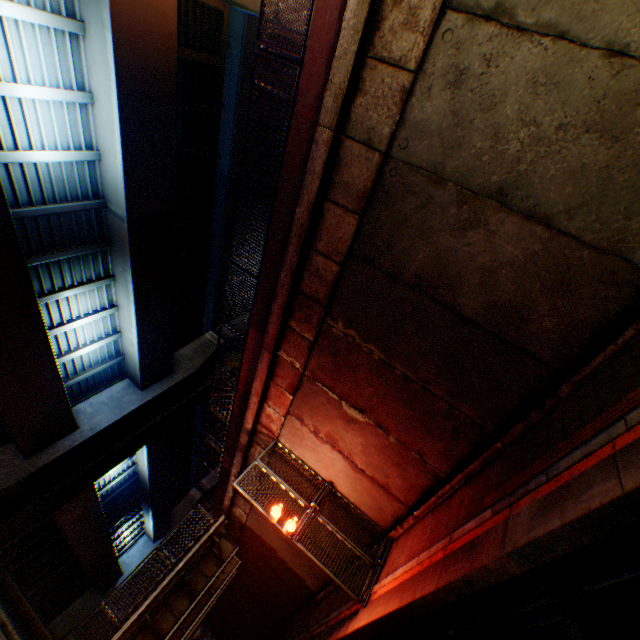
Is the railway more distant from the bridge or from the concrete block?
the concrete block

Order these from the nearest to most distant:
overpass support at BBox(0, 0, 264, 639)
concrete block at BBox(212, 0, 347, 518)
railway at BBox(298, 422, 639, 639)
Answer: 1. railway at BBox(298, 422, 639, 639)
2. concrete block at BBox(212, 0, 347, 518)
3. overpass support at BBox(0, 0, 264, 639)

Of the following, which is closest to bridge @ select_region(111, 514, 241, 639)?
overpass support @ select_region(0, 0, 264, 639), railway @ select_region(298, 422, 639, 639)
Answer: overpass support @ select_region(0, 0, 264, 639)

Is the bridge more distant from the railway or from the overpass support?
the railway

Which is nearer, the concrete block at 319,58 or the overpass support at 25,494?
the concrete block at 319,58

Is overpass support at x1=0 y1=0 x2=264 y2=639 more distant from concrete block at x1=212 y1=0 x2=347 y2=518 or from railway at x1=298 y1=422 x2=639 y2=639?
railway at x1=298 y1=422 x2=639 y2=639

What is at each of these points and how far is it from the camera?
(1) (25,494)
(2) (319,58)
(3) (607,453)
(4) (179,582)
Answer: (1) overpass support, 14.3m
(2) concrete block, 5.9m
(3) railway, 3.9m
(4) bridge, 16.0m

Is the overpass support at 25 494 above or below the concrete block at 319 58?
above
